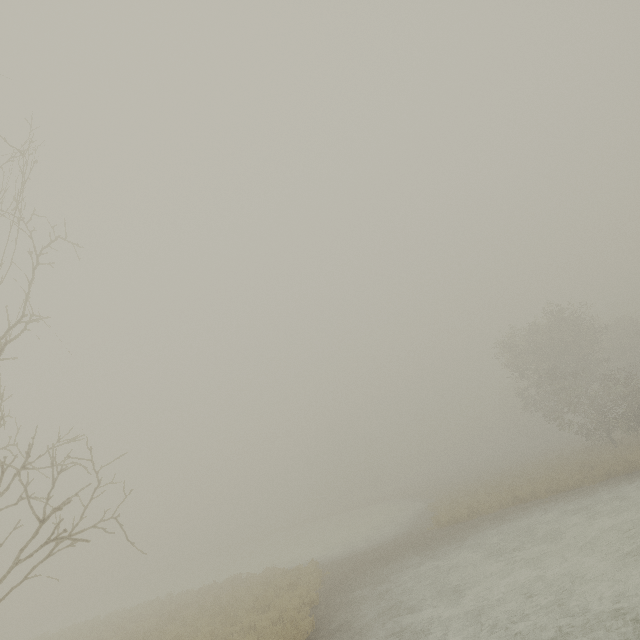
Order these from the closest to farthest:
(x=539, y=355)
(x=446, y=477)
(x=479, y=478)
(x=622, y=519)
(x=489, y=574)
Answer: (x=489, y=574)
(x=622, y=519)
(x=539, y=355)
(x=479, y=478)
(x=446, y=477)
